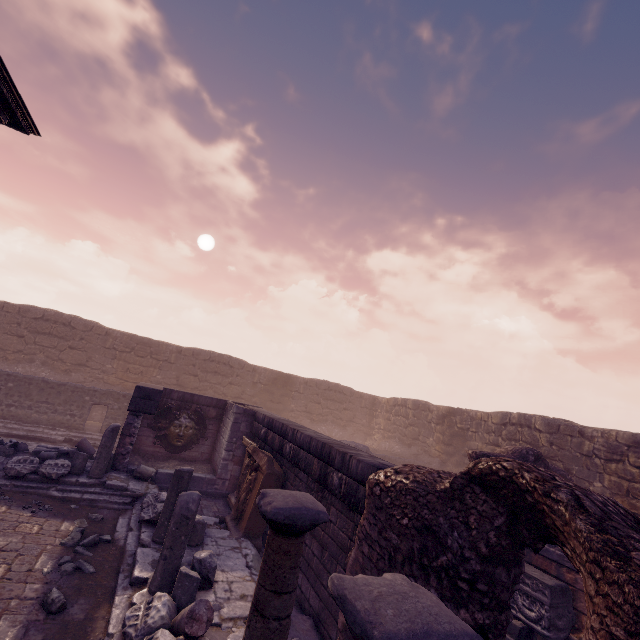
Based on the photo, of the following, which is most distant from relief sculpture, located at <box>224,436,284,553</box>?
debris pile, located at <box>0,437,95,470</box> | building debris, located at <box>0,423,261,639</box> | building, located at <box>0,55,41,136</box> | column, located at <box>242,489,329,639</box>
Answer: building, located at <box>0,55,41,136</box>

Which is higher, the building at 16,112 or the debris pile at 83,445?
the building at 16,112

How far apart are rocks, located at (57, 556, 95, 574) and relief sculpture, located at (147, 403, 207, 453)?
6.04m

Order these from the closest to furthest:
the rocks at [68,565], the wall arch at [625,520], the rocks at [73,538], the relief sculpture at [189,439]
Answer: the wall arch at [625,520]
the rocks at [68,565]
the rocks at [73,538]
the relief sculpture at [189,439]

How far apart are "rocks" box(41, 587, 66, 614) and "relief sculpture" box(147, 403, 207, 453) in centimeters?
706cm

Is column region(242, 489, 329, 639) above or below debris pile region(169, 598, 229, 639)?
above

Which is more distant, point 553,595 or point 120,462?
point 120,462

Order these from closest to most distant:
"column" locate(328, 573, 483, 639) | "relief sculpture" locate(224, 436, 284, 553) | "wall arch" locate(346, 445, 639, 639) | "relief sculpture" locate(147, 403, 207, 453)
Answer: "column" locate(328, 573, 483, 639) → "wall arch" locate(346, 445, 639, 639) → "relief sculpture" locate(224, 436, 284, 553) → "relief sculpture" locate(147, 403, 207, 453)
